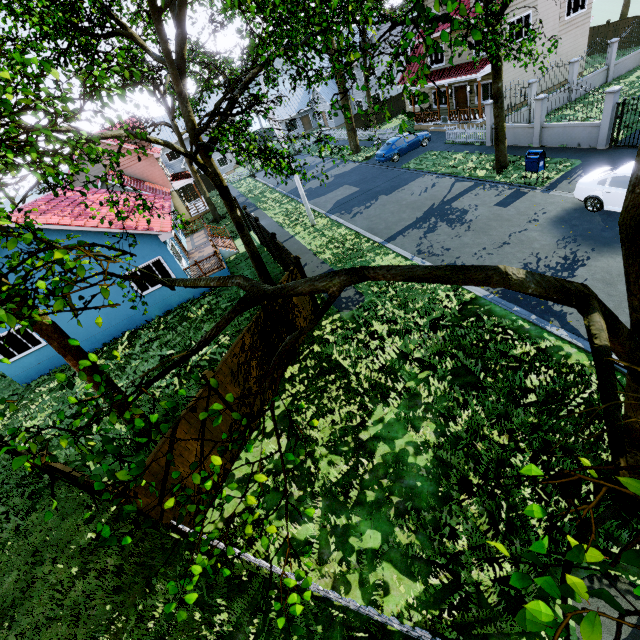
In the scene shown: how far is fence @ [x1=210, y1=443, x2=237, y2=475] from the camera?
8.16m

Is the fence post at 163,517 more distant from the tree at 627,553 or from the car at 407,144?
the car at 407,144

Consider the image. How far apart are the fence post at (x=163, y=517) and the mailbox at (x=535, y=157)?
18.76m

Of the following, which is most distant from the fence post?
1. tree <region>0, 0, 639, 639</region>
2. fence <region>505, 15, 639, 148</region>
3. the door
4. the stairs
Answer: the door

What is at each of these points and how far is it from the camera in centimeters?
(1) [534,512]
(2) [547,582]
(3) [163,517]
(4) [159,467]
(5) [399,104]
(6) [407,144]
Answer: (1) tree, 172cm
(2) tree, 149cm
(3) fence post, 673cm
(4) fence, 681cm
(5) fence, 3756cm
(6) car, 2466cm

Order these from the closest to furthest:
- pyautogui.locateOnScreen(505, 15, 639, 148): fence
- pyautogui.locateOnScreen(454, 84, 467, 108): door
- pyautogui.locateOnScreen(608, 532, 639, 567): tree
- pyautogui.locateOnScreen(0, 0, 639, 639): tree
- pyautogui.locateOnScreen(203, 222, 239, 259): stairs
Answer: pyautogui.locateOnScreen(608, 532, 639, 567): tree < pyautogui.locateOnScreen(0, 0, 639, 639): tree < pyautogui.locateOnScreen(505, 15, 639, 148): fence < pyautogui.locateOnScreen(203, 222, 239, 259): stairs < pyautogui.locateOnScreen(454, 84, 467, 108): door

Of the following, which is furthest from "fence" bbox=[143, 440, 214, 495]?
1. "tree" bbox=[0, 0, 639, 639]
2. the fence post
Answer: "tree" bbox=[0, 0, 639, 639]

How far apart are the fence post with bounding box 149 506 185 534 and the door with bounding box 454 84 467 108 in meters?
32.6 m
